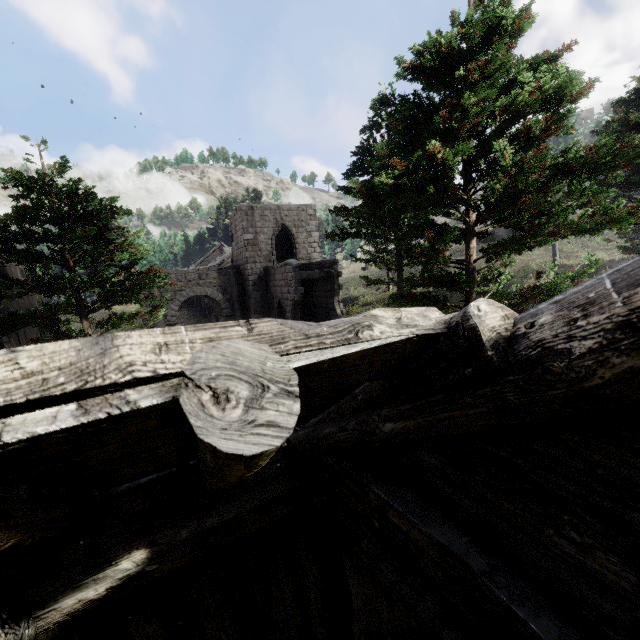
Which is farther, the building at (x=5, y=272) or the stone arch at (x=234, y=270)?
the stone arch at (x=234, y=270)

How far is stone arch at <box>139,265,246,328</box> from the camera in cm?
Answer: 2308

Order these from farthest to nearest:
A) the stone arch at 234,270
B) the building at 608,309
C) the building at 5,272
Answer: the stone arch at 234,270, the building at 5,272, the building at 608,309

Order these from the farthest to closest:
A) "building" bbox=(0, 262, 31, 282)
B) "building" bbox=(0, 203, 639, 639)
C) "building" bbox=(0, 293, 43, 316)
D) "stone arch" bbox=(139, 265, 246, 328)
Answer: "stone arch" bbox=(139, 265, 246, 328) < "building" bbox=(0, 262, 31, 282) < "building" bbox=(0, 293, 43, 316) < "building" bbox=(0, 203, 639, 639)

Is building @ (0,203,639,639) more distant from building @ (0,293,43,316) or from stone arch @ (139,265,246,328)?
stone arch @ (139,265,246,328)

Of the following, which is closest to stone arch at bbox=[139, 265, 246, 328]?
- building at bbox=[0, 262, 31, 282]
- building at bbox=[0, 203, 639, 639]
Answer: building at bbox=[0, 203, 639, 639]

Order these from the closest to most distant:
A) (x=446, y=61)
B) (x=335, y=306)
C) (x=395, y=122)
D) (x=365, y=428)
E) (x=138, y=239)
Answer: (x=365, y=428) < (x=446, y=61) < (x=395, y=122) < (x=335, y=306) < (x=138, y=239)
